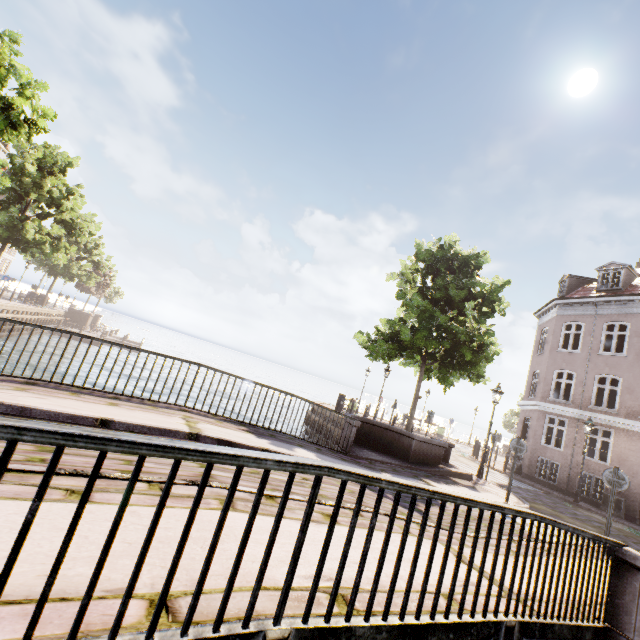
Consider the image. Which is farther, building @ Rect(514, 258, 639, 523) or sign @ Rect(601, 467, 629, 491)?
building @ Rect(514, 258, 639, 523)

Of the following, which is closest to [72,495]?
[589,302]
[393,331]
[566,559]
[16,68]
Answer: [566,559]

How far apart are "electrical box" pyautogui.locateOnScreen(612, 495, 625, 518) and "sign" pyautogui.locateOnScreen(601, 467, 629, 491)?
10.1m

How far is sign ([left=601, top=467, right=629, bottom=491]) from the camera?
7.8m

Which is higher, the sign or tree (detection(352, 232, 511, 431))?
tree (detection(352, 232, 511, 431))

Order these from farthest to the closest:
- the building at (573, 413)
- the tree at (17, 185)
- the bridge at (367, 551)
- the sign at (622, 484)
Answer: the building at (573, 413)
the tree at (17, 185)
the sign at (622, 484)
the bridge at (367, 551)

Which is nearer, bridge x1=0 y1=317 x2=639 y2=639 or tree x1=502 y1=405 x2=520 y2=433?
bridge x1=0 y1=317 x2=639 y2=639

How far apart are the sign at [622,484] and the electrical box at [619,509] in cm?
1005
